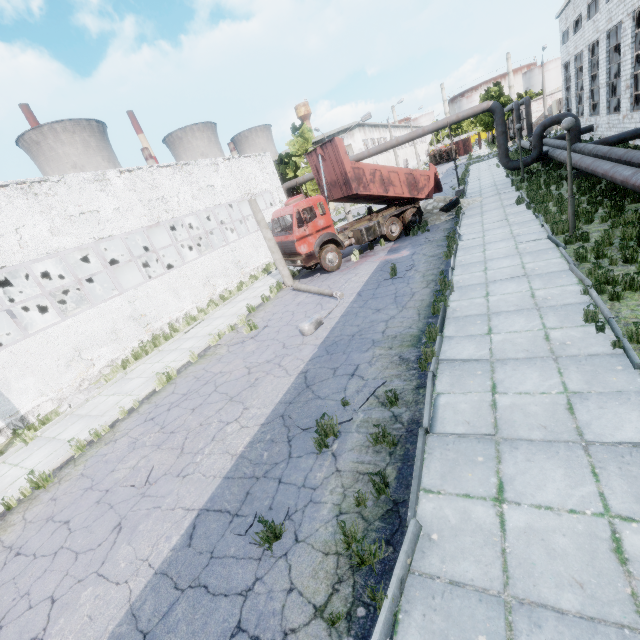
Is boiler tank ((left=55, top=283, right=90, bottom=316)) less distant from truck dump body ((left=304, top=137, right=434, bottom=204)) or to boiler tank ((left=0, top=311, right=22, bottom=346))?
boiler tank ((left=0, top=311, right=22, bottom=346))

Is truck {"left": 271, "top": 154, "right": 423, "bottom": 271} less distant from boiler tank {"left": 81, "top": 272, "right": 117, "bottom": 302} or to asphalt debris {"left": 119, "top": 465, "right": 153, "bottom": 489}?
boiler tank {"left": 81, "top": 272, "right": 117, "bottom": 302}

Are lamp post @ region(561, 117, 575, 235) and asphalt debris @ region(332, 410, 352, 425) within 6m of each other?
no

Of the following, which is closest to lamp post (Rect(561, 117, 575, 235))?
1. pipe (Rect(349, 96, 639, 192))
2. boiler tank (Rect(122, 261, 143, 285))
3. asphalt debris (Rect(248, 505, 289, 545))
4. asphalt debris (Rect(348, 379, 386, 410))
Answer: pipe (Rect(349, 96, 639, 192))

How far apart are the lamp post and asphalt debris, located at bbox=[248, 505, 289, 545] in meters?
11.3 m

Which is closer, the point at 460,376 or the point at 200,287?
the point at 460,376

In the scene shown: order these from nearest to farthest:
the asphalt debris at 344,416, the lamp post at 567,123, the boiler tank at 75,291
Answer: the asphalt debris at 344,416 → the lamp post at 567,123 → the boiler tank at 75,291

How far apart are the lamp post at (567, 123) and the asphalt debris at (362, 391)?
8.4m
